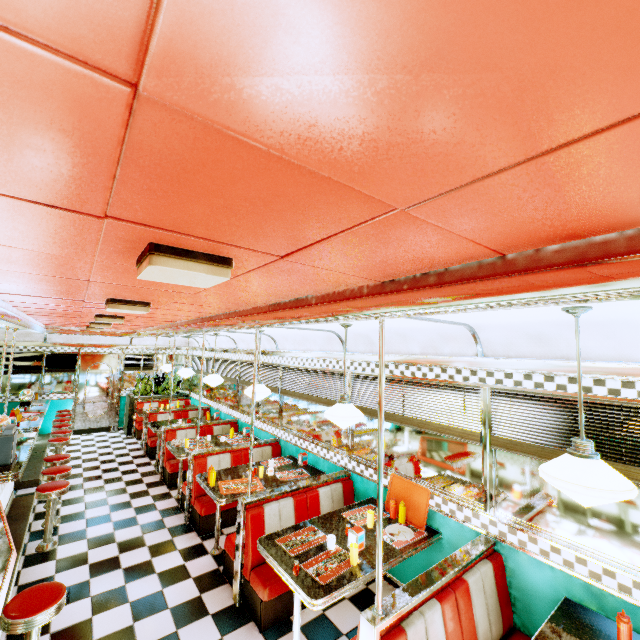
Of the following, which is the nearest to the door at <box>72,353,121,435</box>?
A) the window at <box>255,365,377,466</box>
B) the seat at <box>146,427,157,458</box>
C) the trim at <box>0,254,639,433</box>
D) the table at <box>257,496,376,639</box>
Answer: the trim at <box>0,254,639,433</box>

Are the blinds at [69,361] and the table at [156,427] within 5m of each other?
yes

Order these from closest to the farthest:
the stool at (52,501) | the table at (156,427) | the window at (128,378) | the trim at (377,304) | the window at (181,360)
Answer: the trim at (377,304)
the stool at (52,501)
the table at (156,427)
the window at (128,378)
the window at (181,360)

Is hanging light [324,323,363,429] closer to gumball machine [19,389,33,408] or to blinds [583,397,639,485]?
blinds [583,397,639,485]

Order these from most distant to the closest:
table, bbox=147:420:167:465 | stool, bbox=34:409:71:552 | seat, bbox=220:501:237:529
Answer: table, bbox=147:420:167:465
seat, bbox=220:501:237:529
stool, bbox=34:409:71:552

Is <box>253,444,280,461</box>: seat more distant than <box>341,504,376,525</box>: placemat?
Yes

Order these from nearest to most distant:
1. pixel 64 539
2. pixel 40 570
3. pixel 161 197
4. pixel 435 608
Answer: pixel 161 197 → pixel 435 608 → pixel 40 570 → pixel 64 539

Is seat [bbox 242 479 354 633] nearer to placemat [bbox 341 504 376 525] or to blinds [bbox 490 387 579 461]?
placemat [bbox 341 504 376 525]
